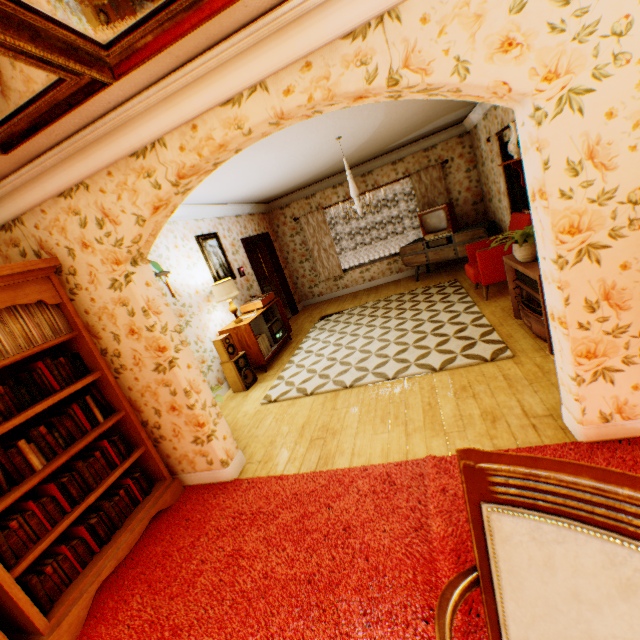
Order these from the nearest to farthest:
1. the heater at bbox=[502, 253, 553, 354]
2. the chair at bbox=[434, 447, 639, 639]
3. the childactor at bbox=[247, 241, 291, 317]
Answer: the chair at bbox=[434, 447, 639, 639], the heater at bbox=[502, 253, 553, 354], the childactor at bbox=[247, 241, 291, 317]

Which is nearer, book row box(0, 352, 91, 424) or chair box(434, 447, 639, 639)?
chair box(434, 447, 639, 639)

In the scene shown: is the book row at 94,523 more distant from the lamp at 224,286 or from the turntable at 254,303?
the turntable at 254,303

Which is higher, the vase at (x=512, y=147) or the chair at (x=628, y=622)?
the vase at (x=512, y=147)

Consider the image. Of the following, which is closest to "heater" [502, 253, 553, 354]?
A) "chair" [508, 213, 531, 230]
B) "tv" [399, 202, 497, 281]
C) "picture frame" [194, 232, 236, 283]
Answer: "chair" [508, 213, 531, 230]

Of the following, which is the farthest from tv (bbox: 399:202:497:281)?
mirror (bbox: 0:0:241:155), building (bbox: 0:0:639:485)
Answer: mirror (bbox: 0:0:241:155)

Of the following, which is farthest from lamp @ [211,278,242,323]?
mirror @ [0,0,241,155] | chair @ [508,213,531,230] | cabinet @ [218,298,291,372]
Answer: chair @ [508,213,531,230]

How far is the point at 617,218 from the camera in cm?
180
